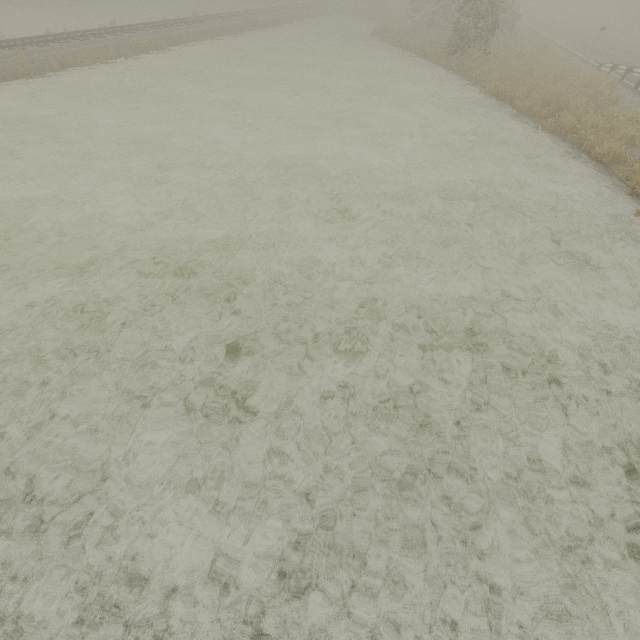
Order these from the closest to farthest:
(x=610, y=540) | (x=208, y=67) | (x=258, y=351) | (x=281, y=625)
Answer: (x=281, y=625) < (x=610, y=540) < (x=258, y=351) < (x=208, y=67)
